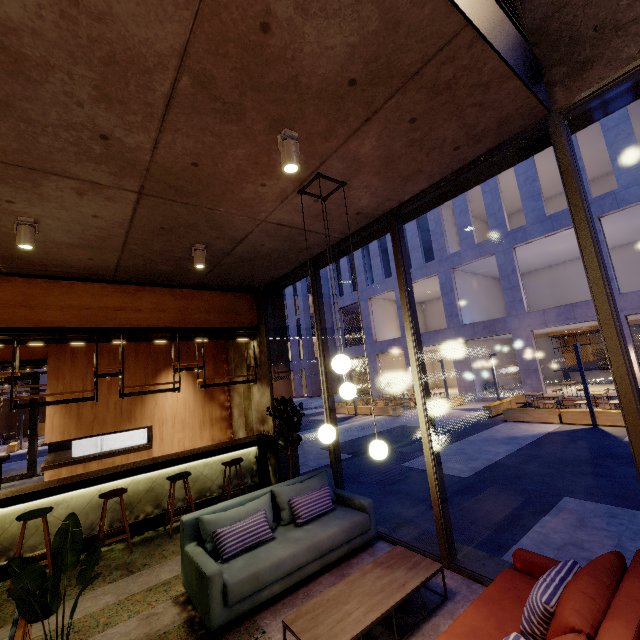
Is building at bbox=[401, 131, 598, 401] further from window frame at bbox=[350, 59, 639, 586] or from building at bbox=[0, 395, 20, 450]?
building at bbox=[0, 395, 20, 450]

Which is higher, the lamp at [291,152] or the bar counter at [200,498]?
the lamp at [291,152]

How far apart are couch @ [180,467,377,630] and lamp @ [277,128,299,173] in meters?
4.0 m

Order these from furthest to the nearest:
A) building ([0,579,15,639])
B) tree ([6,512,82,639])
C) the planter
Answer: the planter → building ([0,579,15,639]) → tree ([6,512,82,639])

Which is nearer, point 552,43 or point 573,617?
point 573,617

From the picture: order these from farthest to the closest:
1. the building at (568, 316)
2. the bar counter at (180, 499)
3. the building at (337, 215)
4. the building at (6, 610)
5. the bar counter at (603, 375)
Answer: the bar counter at (603, 375) → the building at (568, 316) → the bar counter at (180, 499) → the building at (337, 215) → the building at (6, 610)

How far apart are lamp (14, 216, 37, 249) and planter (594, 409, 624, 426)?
15.5 meters

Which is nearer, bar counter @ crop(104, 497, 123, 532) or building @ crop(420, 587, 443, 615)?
building @ crop(420, 587, 443, 615)
